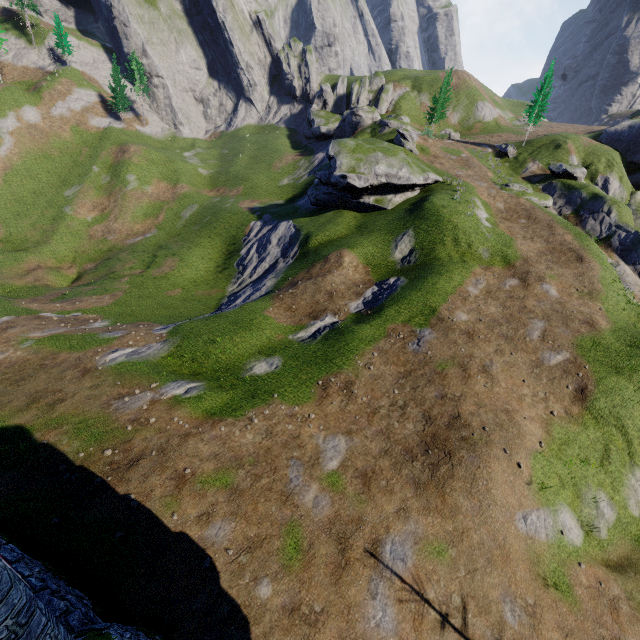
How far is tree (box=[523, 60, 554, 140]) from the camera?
45.6m

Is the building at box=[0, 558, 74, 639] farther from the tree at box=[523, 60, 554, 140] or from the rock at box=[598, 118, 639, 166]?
the rock at box=[598, 118, 639, 166]

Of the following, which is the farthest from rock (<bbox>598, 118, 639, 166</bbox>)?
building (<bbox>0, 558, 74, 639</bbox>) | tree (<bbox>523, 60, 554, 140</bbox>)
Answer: building (<bbox>0, 558, 74, 639</bbox>)

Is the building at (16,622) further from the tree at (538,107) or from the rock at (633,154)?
the rock at (633,154)

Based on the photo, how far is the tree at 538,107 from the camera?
45.6 meters

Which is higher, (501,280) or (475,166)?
(475,166)

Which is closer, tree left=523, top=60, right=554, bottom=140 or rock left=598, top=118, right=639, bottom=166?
tree left=523, top=60, right=554, bottom=140
